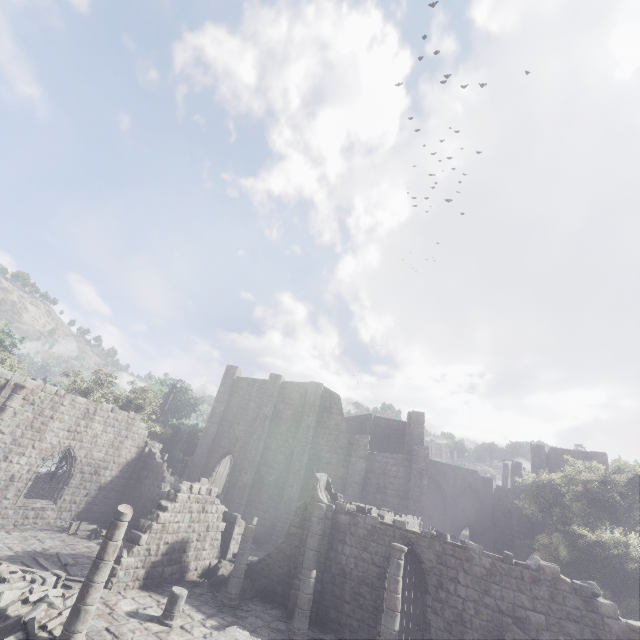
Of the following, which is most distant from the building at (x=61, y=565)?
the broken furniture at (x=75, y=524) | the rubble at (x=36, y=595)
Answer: the broken furniture at (x=75, y=524)

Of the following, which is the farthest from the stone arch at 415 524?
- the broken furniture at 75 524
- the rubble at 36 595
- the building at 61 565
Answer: the broken furniture at 75 524

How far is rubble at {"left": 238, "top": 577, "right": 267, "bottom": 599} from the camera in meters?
A: 14.9

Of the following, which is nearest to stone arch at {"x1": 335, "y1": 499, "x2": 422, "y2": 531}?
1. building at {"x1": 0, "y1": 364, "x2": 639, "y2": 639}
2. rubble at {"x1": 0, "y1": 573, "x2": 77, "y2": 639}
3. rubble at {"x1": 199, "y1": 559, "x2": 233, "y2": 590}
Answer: building at {"x1": 0, "y1": 364, "x2": 639, "y2": 639}

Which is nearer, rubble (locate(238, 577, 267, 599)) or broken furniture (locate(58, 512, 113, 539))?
rubble (locate(238, 577, 267, 599))

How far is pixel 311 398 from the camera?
30.5 meters

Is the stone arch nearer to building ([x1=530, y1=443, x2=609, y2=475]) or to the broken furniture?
building ([x1=530, y1=443, x2=609, y2=475])

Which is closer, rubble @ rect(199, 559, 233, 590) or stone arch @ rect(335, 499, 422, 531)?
rubble @ rect(199, 559, 233, 590)
